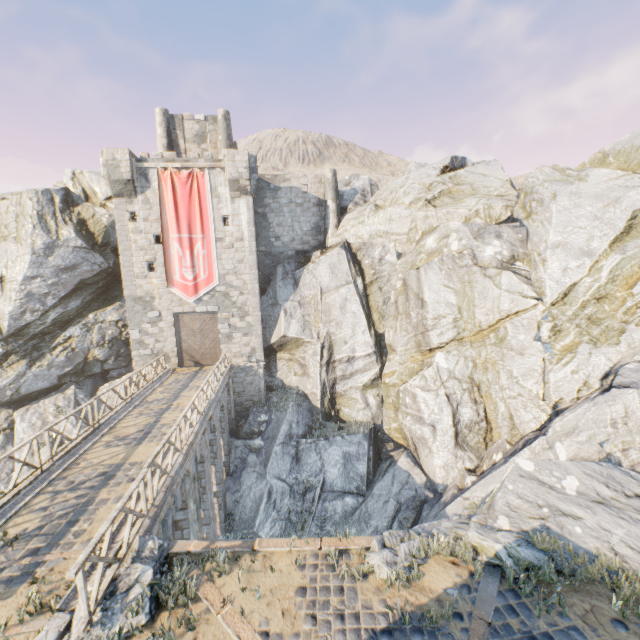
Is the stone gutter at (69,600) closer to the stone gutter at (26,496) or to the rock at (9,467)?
the rock at (9,467)

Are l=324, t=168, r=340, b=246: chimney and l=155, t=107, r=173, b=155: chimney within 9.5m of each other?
no

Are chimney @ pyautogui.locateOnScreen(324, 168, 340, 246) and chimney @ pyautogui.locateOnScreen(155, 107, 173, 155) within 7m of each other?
no

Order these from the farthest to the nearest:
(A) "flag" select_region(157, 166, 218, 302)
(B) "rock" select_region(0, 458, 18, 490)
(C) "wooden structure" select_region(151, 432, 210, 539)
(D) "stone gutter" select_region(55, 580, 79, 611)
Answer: (A) "flag" select_region(157, 166, 218, 302)
(B) "rock" select_region(0, 458, 18, 490)
(C) "wooden structure" select_region(151, 432, 210, 539)
(D) "stone gutter" select_region(55, 580, 79, 611)

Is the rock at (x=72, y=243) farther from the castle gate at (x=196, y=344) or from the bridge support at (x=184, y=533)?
the castle gate at (x=196, y=344)

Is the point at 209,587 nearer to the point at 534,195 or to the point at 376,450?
the point at 376,450

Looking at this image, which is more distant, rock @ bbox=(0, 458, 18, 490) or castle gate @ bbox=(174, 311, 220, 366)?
castle gate @ bbox=(174, 311, 220, 366)

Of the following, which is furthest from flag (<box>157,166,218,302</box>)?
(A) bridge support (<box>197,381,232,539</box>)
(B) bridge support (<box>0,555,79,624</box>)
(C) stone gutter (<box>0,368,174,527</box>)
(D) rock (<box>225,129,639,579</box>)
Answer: (B) bridge support (<box>0,555,79,624</box>)
